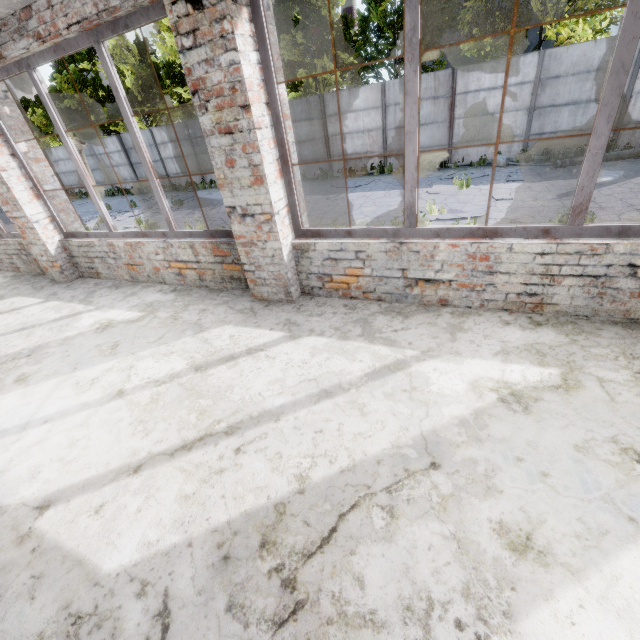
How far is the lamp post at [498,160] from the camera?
11.59m

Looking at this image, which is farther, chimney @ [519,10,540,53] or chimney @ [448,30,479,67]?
chimney @ [448,30,479,67]

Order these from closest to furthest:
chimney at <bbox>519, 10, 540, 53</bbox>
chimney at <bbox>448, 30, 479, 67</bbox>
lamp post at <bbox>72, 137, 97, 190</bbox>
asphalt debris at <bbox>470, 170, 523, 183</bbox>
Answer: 1. lamp post at <bbox>72, 137, 97, 190</bbox>
2. asphalt debris at <bbox>470, 170, 523, 183</bbox>
3. chimney at <bbox>519, 10, 540, 53</bbox>
4. chimney at <bbox>448, 30, 479, 67</bbox>

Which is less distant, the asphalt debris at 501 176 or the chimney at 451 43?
the asphalt debris at 501 176

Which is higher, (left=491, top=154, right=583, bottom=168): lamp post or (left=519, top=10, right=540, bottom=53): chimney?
(left=519, top=10, right=540, bottom=53): chimney

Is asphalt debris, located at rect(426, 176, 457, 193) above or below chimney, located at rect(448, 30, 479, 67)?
below

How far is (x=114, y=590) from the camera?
1.6m

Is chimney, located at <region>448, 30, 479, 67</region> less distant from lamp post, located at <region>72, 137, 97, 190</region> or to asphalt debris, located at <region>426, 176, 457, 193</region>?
asphalt debris, located at <region>426, 176, 457, 193</region>
